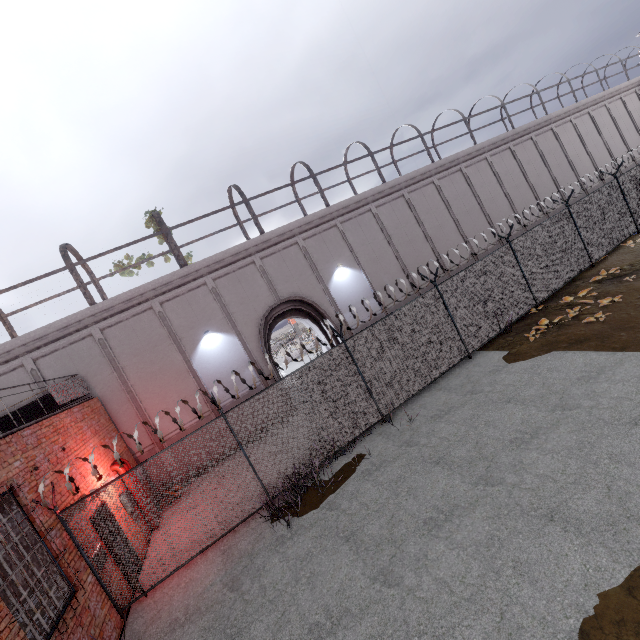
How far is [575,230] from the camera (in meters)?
13.80

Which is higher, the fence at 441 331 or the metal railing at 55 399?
the metal railing at 55 399

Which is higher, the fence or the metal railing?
the metal railing
